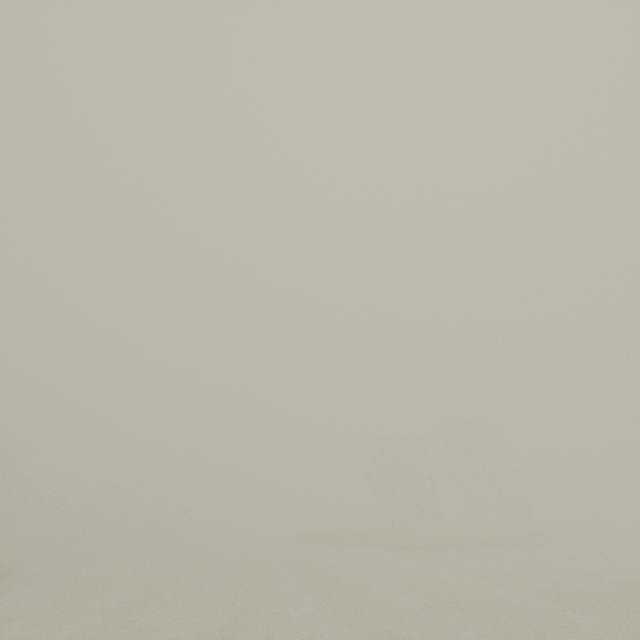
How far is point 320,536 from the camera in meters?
41.3 m
